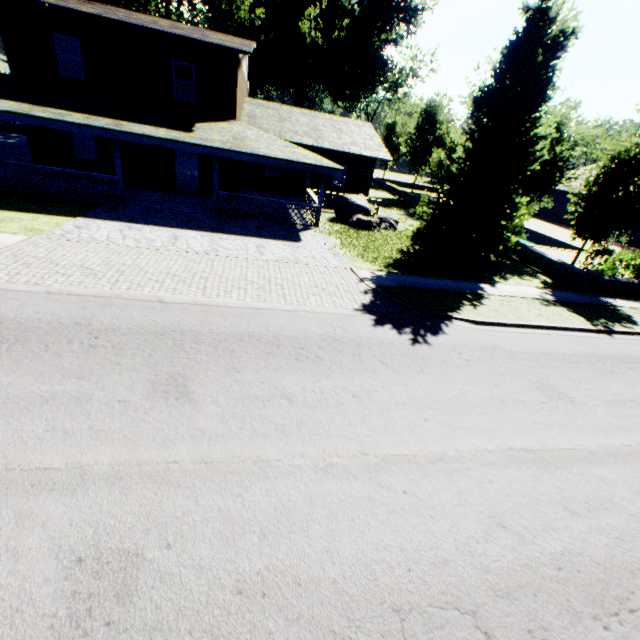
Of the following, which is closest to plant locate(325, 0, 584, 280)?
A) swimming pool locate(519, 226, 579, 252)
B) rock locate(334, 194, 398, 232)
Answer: rock locate(334, 194, 398, 232)

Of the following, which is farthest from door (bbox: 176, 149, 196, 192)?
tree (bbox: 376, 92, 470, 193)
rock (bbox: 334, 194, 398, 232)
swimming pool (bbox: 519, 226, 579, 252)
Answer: swimming pool (bbox: 519, 226, 579, 252)

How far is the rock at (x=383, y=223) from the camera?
17.61m

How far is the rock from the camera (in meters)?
17.61

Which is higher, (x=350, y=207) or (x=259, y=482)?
(x=350, y=207)

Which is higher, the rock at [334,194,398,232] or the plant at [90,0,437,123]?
the plant at [90,0,437,123]

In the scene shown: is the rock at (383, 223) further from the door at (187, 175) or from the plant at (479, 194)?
the door at (187, 175)

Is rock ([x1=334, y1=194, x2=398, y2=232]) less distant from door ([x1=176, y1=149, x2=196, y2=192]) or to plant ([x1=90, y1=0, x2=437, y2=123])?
plant ([x1=90, y1=0, x2=437, y2=123])
